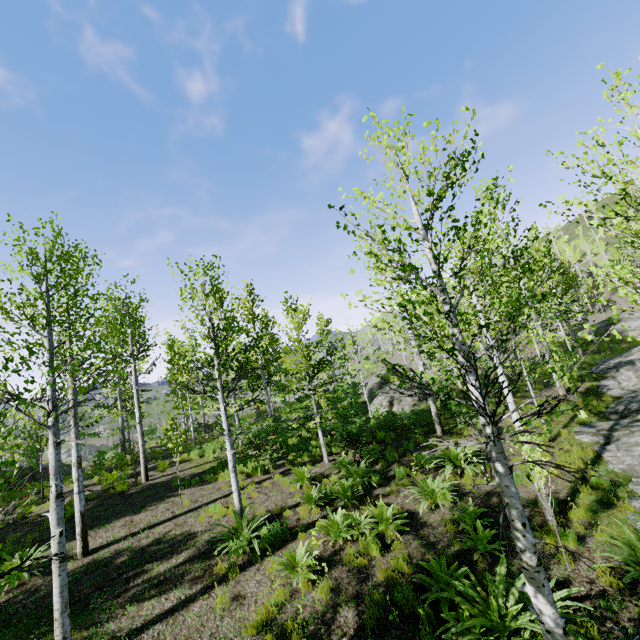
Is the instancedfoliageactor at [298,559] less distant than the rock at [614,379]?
Yes

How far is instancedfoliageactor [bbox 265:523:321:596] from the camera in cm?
651

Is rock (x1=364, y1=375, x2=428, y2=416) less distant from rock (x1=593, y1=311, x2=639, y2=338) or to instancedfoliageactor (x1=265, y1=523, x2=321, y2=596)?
instancedfoliageactor (x1=265, y1=523, x2=321, y2=596)

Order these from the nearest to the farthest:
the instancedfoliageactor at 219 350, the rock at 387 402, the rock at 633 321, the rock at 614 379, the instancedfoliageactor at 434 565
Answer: the instancedfoliageactor at 434 565, the instancedfoliageactor at 219 350, the rock at 614 379, the rock at 387 402, the rock at 633 321

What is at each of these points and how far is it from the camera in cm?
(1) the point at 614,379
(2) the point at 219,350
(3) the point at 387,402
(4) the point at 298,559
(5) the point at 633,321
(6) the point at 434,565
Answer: (1) rock, 1672
(2) instancedfoliageactor, 894
(3) rock, 1920
(4) instancedfoliageactor, 691
(5) rock, 2900
(6) instancedfoliageactor, 614

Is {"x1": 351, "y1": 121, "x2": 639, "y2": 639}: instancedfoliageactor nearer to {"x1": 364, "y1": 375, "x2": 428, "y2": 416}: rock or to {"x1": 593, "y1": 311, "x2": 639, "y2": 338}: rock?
{"x1": 593, "y1": 311, "x2": 639, "y2": 338}: rock

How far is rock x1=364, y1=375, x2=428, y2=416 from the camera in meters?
18.5 m

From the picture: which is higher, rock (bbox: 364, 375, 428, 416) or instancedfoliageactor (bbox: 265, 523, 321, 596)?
rock (bbox: 364, 375, 428, 416)
